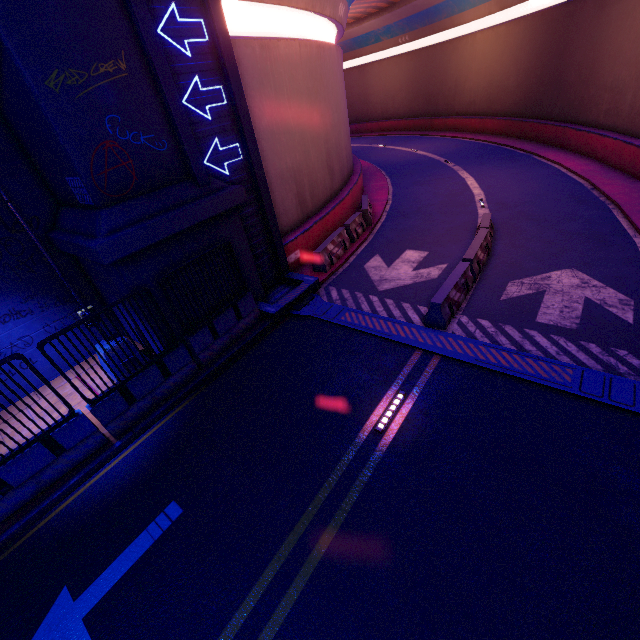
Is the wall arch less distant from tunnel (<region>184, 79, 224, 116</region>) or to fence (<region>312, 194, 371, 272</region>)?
tunnel (<region>184, 79, 224, 116</region>)

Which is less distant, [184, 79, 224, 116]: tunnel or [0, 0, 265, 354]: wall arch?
[0, 0, 265, 354]: wall arch

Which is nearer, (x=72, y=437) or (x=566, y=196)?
(x=72, y=437)

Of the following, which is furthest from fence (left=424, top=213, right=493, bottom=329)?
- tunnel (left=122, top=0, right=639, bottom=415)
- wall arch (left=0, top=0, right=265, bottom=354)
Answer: wall arch (left=0, top=0, right=265, bottom=354)

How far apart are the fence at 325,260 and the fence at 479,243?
4.59m

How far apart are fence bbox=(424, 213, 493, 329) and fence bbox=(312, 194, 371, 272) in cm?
459

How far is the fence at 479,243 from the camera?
8.8m

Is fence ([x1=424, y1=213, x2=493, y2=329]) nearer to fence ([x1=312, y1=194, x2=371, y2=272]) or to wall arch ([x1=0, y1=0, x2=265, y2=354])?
fence ([x1=312, y1=194, x2=371, y2=272])
